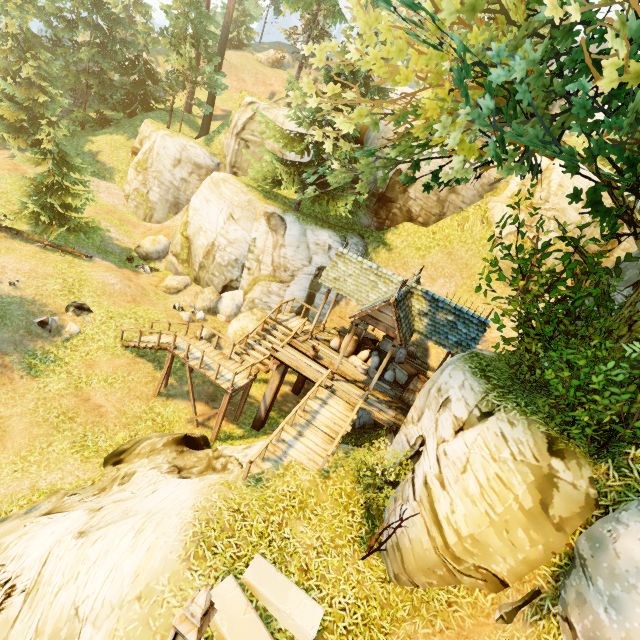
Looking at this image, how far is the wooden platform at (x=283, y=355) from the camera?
13.02m

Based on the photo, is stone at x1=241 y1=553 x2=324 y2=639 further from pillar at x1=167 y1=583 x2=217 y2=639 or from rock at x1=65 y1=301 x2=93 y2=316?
rock at x1=65 y1=301 x2=93 y2=316

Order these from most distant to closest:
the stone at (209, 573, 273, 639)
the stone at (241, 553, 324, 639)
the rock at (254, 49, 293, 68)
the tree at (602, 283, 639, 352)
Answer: the rock at (254, 49, 293, 68) → the tree at (602, 283, 639, 352) → the stone at (241, 553, 324, 639) → the stone at (209, 573, 273, 639)

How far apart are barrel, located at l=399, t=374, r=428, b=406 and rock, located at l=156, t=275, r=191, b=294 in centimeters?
1468cm

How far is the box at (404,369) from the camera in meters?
15.2 m

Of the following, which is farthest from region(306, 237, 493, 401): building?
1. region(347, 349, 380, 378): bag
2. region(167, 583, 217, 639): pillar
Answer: region(167, 583, 217, 639): pillar

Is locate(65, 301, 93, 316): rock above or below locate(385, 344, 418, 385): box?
below

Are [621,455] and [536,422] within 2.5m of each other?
yes
